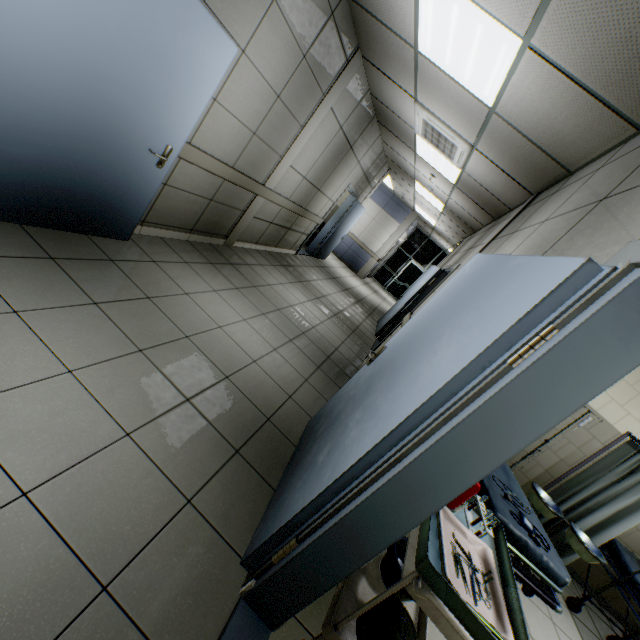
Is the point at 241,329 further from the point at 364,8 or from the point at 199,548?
the point at 364,8

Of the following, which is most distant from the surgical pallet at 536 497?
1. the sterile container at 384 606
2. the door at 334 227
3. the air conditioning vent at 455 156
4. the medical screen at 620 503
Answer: the door at 334 227

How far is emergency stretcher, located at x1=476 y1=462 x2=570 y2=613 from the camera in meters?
2.2 m

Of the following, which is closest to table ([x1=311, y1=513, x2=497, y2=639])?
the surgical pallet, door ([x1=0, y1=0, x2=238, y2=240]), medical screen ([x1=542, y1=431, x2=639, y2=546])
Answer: the surgical pallet

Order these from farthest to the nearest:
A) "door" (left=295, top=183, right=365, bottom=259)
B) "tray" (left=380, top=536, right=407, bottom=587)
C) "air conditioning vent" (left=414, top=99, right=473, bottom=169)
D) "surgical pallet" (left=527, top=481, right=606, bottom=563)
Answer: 1. "door" (left=295, top=183, right=365, bottom=259)
2. "air conditioning vent" (left=414, top=99, right=473, bottom=169)
3. "surgical pallet" (left=527, top=481, right=606, bottom=563)
4. "tray" (left=380, top=536, right=407, bottom=587)

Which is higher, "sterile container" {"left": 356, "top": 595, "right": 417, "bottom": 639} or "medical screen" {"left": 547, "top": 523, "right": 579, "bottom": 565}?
"medical screen" {"left": 547, "top": 523, "right": 579, "bottom": 565}

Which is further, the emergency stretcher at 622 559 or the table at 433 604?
the emergency stretcher at 622 559

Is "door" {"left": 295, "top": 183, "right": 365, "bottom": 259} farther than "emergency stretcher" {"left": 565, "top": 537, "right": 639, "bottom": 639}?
Yes
